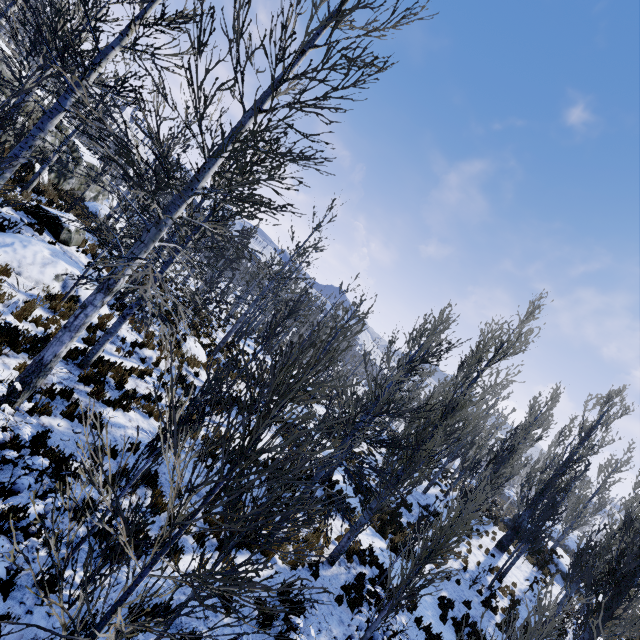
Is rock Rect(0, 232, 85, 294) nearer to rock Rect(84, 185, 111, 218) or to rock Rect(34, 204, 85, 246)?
rock Rect(34, 204, 85, 246)

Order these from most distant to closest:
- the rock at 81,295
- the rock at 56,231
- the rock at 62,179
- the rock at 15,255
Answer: the rock at 62,179, the rock at 56,231, the rock at 81,295, the rock at 15,255

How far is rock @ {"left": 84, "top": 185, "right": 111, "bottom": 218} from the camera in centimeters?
2201cm

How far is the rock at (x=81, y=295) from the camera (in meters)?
10.23

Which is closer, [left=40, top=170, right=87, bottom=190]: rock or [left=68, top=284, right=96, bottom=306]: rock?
[left=68, top=284, right=96, bottom=306]: rock

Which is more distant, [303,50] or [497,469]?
[497,469]
